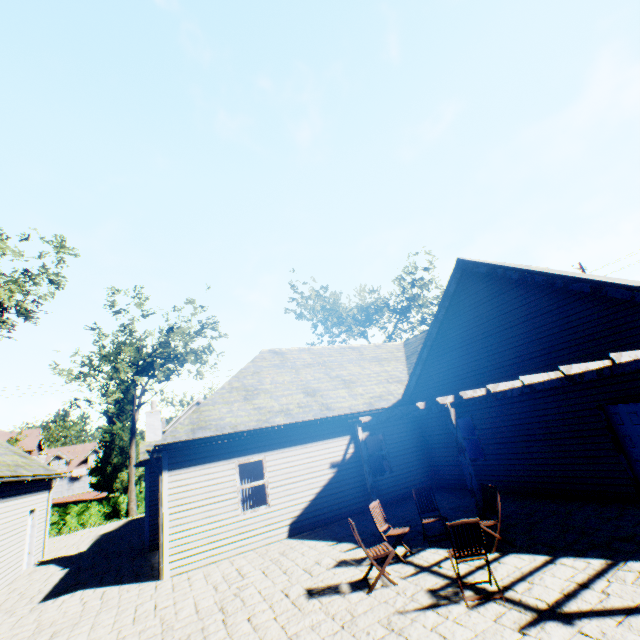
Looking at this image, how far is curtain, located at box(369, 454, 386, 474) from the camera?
12.73m

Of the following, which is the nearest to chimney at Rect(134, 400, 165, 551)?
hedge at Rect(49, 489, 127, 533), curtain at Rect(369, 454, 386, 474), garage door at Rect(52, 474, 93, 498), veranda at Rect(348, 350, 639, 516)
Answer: veranda at Rect(348, 350, 639, 516)

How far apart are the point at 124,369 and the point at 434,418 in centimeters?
2261cm

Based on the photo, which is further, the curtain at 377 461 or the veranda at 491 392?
the curtain at 377 461

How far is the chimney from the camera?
12.1m

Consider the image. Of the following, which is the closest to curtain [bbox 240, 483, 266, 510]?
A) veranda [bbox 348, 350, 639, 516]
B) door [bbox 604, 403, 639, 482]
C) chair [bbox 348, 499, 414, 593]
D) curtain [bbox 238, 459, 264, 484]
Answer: curtain [bbox 238, 459, 264, 484]

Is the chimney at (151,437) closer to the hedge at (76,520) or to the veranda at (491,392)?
the veranda at (491,392)

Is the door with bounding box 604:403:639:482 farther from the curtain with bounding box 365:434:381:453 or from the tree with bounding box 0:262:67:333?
the tree with bounding box 0:262:67:333
